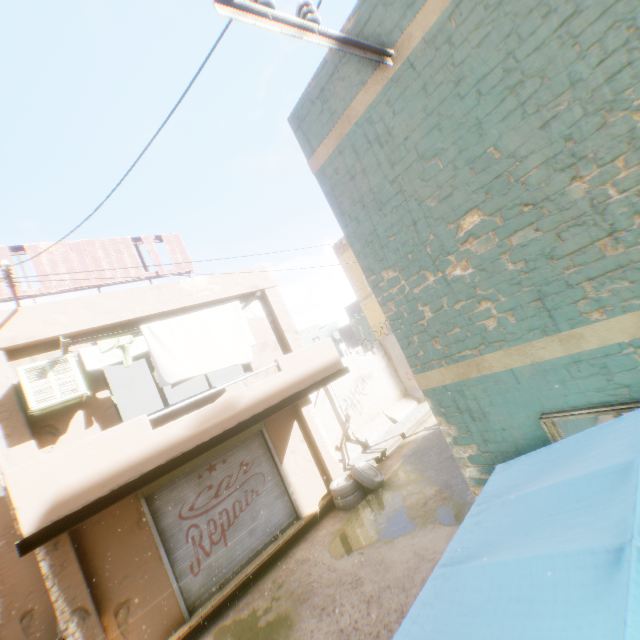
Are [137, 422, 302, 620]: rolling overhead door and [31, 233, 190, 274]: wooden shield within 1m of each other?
yes

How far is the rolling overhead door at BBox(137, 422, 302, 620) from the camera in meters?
7.2 m

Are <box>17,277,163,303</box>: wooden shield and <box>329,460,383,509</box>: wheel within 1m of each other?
no

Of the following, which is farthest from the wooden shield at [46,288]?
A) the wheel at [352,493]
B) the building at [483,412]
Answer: the wheel at [352,493]

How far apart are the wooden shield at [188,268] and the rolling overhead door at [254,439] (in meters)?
0.33

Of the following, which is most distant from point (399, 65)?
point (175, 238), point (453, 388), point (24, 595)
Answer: point (24, 595)

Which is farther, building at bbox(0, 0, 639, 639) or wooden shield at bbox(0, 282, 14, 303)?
wooden shield at bbox(0, 282, 14, 303)

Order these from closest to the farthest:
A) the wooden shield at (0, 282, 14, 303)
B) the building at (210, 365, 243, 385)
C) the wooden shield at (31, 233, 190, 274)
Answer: the wooden shield at (0, 282, 14, 303) → the wooden shield at (31, 233, 190, 274) → the building at (210, 365, 243, 385)
